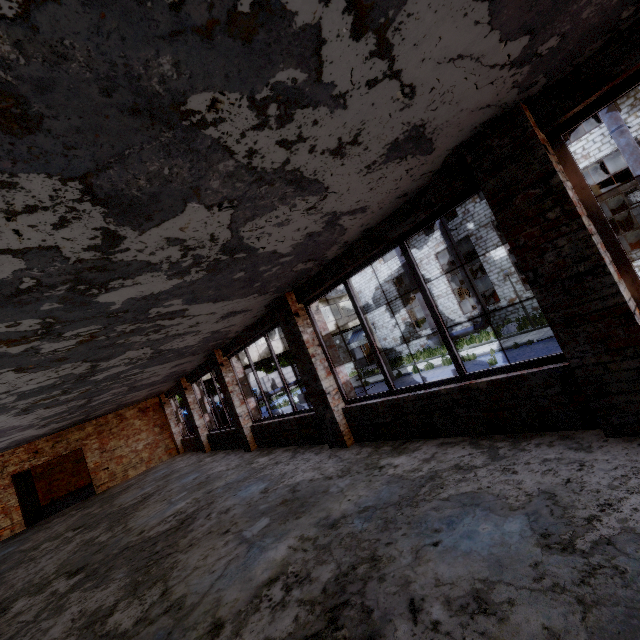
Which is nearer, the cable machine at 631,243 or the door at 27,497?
the door at 27,497

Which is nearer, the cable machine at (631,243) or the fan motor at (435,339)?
the cable machine at (631,243)

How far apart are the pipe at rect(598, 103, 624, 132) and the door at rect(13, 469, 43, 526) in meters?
30.7

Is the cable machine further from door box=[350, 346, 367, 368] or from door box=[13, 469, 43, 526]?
door box=[13, 469, 43, 526]

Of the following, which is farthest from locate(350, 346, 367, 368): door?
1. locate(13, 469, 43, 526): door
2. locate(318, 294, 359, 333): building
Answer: locate(13, 469, 43, 526): door

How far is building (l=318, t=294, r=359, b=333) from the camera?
28.0m

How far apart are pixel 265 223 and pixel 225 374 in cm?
739
